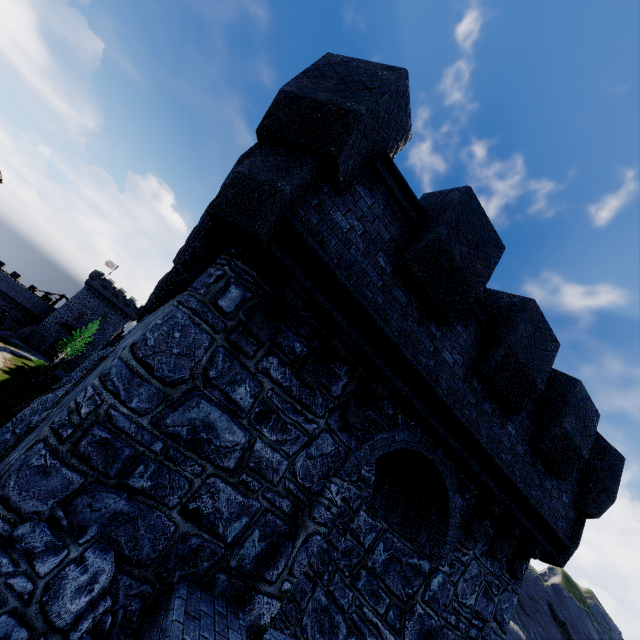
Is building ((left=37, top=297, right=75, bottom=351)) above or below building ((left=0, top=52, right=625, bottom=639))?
below

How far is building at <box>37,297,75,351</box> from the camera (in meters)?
57.69

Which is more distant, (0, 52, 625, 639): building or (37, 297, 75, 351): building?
(37, 297, 75, 351): building

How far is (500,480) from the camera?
6.3m

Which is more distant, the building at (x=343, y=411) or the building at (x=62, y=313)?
the building at (x=62, y=313)

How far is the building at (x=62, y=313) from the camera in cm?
5769
